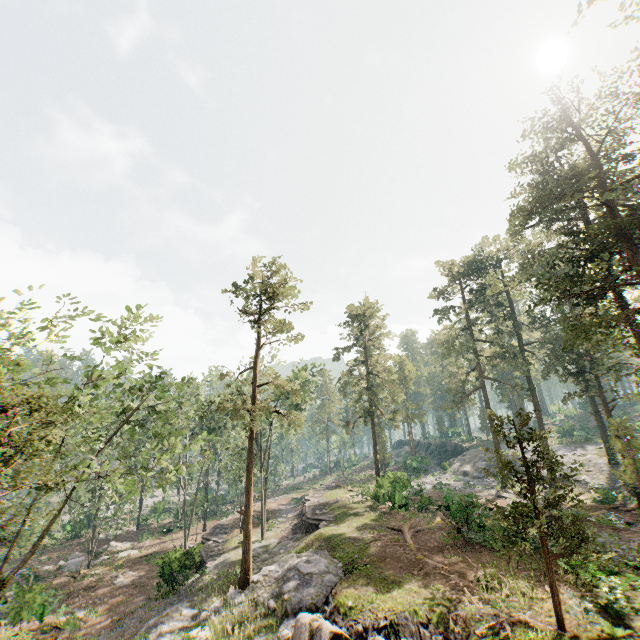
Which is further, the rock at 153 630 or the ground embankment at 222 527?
the ground embankment at 222 527

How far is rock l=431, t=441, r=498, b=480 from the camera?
45.3m

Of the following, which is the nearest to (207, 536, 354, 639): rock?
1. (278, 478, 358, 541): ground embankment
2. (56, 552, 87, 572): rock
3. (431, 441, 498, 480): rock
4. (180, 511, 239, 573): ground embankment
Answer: (278, 478, 358, 541): ground embankment

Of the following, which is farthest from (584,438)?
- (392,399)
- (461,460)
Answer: (392,399)

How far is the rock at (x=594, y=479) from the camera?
33.6m

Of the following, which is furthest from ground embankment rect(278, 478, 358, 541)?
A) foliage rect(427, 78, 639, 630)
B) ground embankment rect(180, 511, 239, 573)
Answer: ground embankment rect(180, 511, 239, 573)

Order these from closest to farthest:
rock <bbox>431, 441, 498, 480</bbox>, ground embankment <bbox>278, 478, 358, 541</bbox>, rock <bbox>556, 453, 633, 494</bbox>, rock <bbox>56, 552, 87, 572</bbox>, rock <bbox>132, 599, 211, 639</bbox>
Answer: rock <bbox>132, 599, 211, 639</bbox> < ground embankment <bbox>278, 478, 358, 541</bbox> < rock <bbox>56, 552, 87, 572</bbox> < rock <bbox>556, 453, 633, 494</bbox> < rock <bbox>431, 441, 498, 480</bbox>

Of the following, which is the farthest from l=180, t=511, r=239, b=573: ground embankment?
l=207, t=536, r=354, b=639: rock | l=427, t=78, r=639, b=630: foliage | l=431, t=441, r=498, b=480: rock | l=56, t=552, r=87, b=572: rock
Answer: l=431, t=441, r=498, b=480: rock
